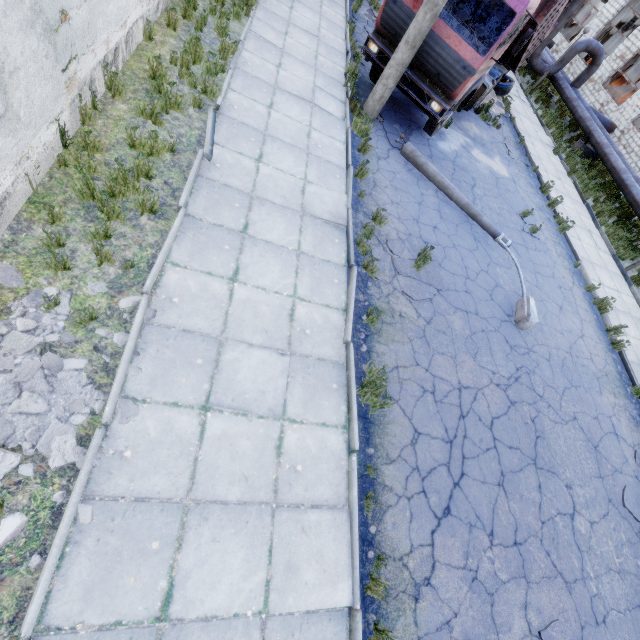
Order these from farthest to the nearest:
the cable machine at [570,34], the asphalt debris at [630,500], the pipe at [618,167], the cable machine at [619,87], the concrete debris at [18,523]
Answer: the cable machine at [570,34] < the cable machine at [619,87] < the pipe at [618,167] < the asphalt debris at [630,500] < the concrete debris at [18,523]

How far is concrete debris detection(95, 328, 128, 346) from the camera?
3.9 meters

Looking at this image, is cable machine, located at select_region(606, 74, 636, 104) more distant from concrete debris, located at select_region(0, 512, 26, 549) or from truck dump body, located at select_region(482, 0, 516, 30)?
concrete debris, located at select_region(0, 512, 26, 549)

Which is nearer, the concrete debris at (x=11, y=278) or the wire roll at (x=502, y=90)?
the concrete debris at (x=11, y=278)

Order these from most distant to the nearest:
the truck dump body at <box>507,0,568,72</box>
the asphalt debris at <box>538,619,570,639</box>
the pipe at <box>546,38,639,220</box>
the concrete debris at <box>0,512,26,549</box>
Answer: the pipe at <box>546,38,639,220</box> → the truck dump body at <box>507,0,568,72</box> → the asphalt debris at <box>538,619,570,639</box> → the concrete debris at <box>0,512,26,549</box>

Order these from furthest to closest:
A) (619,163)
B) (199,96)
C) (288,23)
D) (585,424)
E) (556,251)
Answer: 1. (619,163)
2. (556,251)
3. (288,23)
4. (585,424)
5. (199,96)

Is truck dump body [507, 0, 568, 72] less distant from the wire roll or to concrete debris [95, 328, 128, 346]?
the wire roll

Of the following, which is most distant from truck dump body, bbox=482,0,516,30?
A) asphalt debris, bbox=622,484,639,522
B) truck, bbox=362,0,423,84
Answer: asphalt debris, bbox=622,484,639,522
